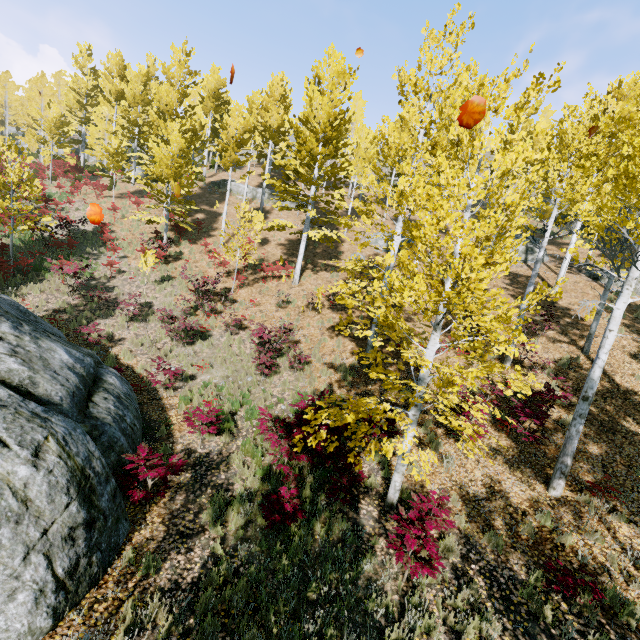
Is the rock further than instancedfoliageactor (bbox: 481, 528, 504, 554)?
No

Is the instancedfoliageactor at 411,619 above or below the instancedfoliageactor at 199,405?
above

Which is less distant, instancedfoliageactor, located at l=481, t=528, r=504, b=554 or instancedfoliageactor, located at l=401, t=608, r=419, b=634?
instancedfoliageactor, located at l=401, t=608, r=419, b=634

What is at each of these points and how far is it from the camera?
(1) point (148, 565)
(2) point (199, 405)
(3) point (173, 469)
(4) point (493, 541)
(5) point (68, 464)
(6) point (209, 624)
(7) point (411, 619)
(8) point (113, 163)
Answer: (1) instancedfoliageactor, 5.1m
(2) instancedfoliageactor, 10.0m
(3) instancedfoliageactor, 6.1m
(4) instancedfoliageactor, 6.2m
(5) rock, 4.7m
(6) instancedfoliageactor, 4.4m
(7) instancedfoliageactor, 4.8m
(8) instancedfoliageactor, 23.3m

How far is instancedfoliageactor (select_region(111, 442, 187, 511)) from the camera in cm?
586

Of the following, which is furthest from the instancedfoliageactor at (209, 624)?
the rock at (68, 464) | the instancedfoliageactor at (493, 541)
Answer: the rock at (68, 464)

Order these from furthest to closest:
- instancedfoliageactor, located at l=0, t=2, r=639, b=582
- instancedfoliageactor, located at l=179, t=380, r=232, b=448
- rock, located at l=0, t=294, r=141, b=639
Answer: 1. instancedfoliageactor, located at l=179, t=380, r=232, b=448
2. instancedfoliageactor, located at l=0, t=2, r=639, b=582
3. rock, located at l=0, t=294, r=141, b=639
